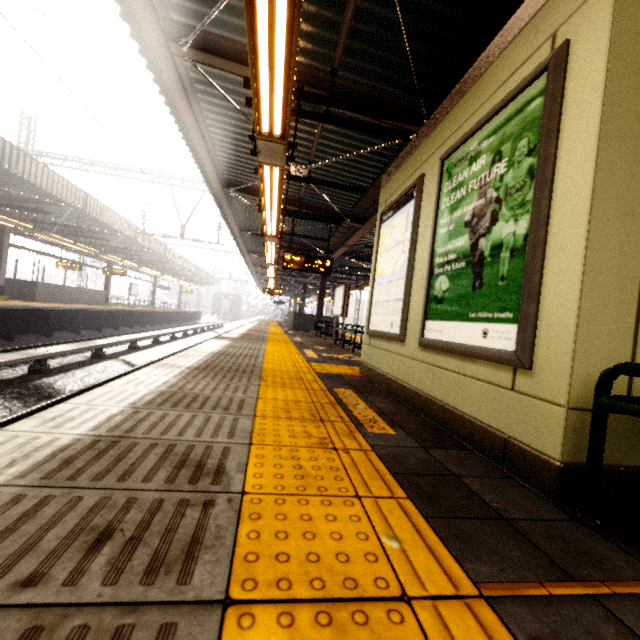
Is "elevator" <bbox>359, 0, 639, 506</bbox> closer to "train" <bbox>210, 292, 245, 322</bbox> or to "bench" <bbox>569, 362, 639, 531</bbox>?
"bench" <bbox>569, 362, 639, 531</bbox>

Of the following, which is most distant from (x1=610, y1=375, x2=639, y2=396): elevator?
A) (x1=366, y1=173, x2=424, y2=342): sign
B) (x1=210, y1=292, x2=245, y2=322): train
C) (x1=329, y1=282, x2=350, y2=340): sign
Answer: (x1=210, y1=292, x2=245, y2=322): train

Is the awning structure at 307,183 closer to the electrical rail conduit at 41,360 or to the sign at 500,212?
the sign at 500,212

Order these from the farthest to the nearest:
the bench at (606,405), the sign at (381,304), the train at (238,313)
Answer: the train at (238,313)
the sign at (381,304)
the bench at (606,405)

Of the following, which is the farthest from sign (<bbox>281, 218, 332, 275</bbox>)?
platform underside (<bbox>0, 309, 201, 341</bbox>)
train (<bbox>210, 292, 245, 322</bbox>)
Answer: train (<bbox>210, 292, 245, 322</bbox>)

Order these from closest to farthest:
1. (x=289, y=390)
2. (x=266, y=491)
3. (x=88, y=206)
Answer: (x=266, y=491) < (x=289, y=390) < (x=88, y=206)

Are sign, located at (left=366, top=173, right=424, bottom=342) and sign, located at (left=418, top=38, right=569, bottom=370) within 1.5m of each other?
A: yes

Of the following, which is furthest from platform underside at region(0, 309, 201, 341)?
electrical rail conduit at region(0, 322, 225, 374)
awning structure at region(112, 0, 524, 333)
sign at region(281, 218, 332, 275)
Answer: sign at region(281, 218, 332, 275)
